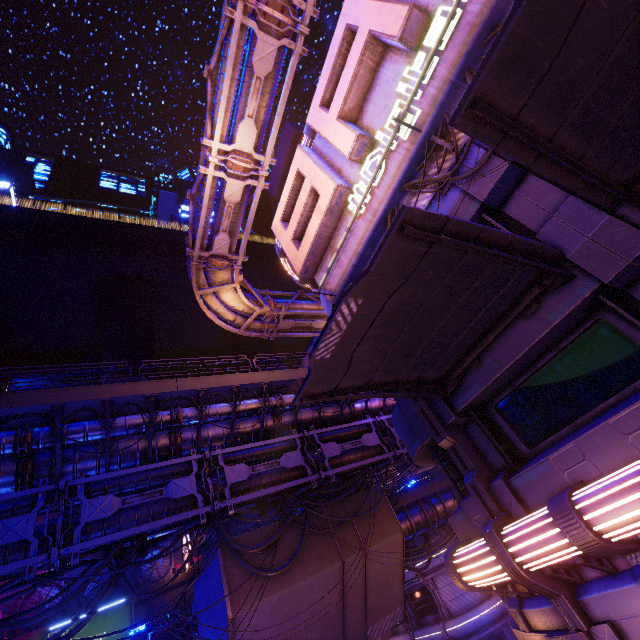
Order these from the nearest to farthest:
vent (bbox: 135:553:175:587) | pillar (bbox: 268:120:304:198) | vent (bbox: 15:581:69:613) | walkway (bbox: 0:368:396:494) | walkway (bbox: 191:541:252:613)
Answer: walkway (bbox: 0:368:396:494), walkway (bbox: 191:541:252:613), pillar (bbox: 268:120:304:198), vent (bbox: 15:581:69:613), vent (bbox: 135:553:175:587)

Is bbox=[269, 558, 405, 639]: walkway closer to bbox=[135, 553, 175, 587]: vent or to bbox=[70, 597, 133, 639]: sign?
bbox=[70, 597, 133, 639]: sign

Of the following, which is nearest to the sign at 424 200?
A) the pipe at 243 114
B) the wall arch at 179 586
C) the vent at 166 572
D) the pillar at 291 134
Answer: the pipe at 243 114

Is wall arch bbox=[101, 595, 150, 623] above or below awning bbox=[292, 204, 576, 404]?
above

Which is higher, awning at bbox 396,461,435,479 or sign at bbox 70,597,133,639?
sign at bbox 70,597,133,639

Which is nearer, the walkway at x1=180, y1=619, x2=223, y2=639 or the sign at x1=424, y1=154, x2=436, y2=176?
the sign at x1=424, y1=154, x2=436, y2=176

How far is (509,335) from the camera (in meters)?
6.87

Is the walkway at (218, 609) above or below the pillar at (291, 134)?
below
